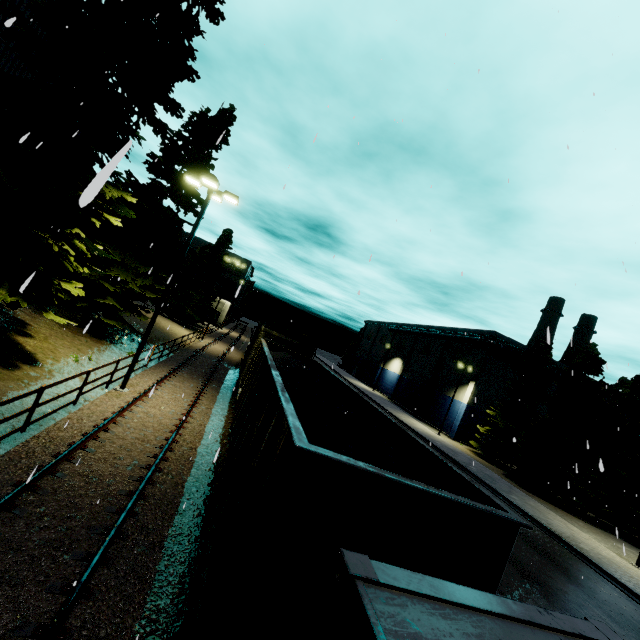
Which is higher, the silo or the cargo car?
the silo

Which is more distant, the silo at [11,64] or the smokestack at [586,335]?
the smokestack at [586,335]

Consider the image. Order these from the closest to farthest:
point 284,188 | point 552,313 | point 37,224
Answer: point 284,188, point 37,224, point 552,313

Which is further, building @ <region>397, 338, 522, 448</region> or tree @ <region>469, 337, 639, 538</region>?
building @ <region>397, 338, 522, 448</region>

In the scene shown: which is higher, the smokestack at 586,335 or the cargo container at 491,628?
the smokestack at 586,335

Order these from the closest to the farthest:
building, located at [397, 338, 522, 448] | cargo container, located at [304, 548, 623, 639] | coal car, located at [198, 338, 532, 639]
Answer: cargo container, located at [304, 548, 623, 639]
coal car, located at [198, 338, 532, 639]
building, located at [397, 338, 522, 448]

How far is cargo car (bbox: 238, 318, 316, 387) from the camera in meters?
16.8

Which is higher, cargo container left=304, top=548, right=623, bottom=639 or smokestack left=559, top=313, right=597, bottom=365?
smokestack left=559, top=313, right=597, bottom=365
